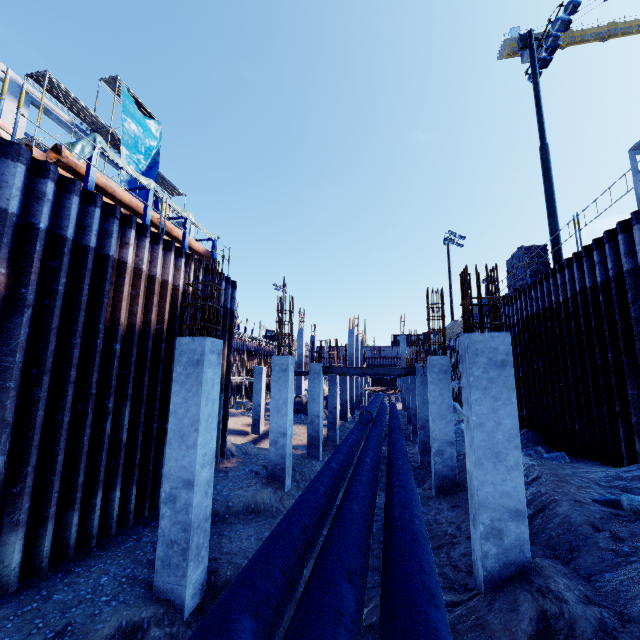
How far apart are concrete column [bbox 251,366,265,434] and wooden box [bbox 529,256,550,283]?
15.0m

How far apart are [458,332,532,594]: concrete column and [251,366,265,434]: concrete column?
17.2 meters

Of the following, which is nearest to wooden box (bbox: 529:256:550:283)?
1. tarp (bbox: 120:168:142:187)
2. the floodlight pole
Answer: the floodlight pole

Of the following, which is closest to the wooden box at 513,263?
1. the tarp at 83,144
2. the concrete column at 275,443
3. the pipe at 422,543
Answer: the pipe at 422,543

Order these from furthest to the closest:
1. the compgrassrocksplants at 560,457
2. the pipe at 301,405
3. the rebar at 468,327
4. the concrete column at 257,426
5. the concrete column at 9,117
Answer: the pipe at 301,405, the concrete column at 257,426, the concrete column at 9,117, the compgrassrocksplants at 560,457, the rebar at 468,327

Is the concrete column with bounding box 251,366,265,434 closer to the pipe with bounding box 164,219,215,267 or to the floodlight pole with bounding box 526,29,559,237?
the pipe with bounding box 164,219,215,267

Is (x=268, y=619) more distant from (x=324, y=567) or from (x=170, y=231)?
(x=170, y=231)

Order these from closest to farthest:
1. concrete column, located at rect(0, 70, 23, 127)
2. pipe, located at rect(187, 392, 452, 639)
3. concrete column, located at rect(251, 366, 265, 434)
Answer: pipe, located at rect(187, 392, 452, 639) < concrete column, located at rect(0, 70, 23, 127) < concrete column, located at rect(251, 366, 265, 434)
